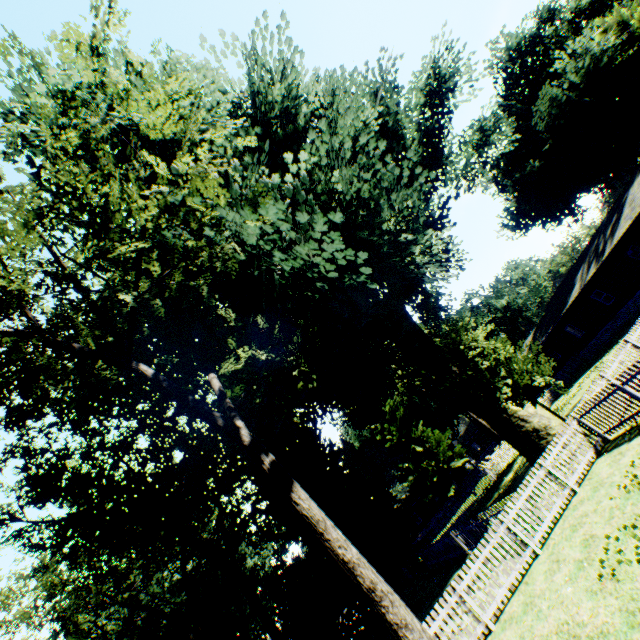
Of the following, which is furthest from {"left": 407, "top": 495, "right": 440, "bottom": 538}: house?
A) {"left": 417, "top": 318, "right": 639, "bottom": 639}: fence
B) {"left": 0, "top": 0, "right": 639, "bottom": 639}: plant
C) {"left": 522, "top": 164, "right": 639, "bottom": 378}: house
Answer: {"left": 522, "top": 164, "right": 639, "bottom": 378}: house

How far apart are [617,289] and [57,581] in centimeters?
5146cm

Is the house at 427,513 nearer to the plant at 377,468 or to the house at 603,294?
the plant at 377,468

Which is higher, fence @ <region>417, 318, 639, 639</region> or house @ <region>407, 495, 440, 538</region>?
house @ <region>407, 495, 440, 538</region>

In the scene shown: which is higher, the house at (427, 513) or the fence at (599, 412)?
the house at (427, 513)

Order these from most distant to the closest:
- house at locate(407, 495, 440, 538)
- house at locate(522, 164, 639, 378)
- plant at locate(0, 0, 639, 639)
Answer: house at locate(407, 495, 440, 538) → house at locate(522, 164, 639, 378) → plant at locate(0, 0, 639, 639)

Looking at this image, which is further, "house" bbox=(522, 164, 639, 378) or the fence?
"house" bbox=(522, 164, 639, 378)

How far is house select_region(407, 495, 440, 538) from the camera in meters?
52.6
